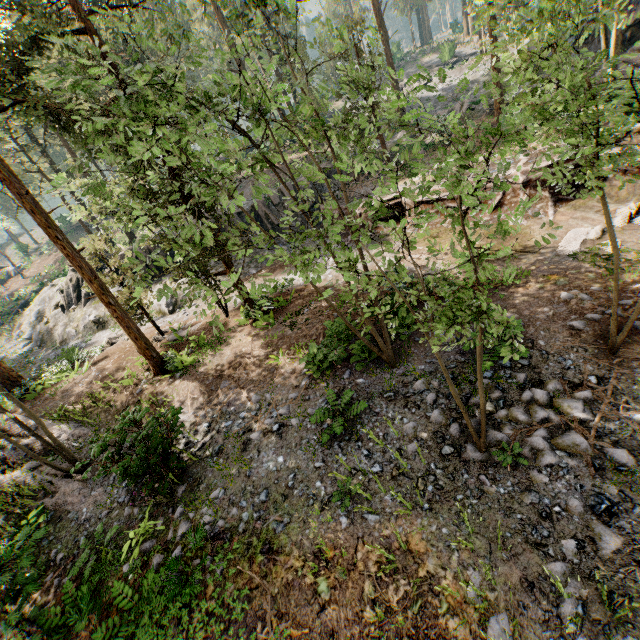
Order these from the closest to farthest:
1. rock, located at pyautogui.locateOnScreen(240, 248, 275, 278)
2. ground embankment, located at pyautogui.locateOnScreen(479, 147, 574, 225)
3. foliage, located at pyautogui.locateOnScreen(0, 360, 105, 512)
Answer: foliage, located at pyautogui.locateOnScreen(0, 360, 105, 512)
ground embankment, located at pyautogui.locateOnScreen(479, 147, 574, 225)
rock, located at pyautogui.locateOnScreen(240, 248, 275, 278)

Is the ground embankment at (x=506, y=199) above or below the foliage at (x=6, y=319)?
below

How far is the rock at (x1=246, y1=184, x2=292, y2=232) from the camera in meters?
25.8 m

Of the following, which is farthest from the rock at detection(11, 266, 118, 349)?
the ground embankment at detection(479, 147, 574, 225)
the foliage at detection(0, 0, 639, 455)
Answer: the foliage at detection(0, 0, 639, 455)

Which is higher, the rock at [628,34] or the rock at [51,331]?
the rock at [628,34]

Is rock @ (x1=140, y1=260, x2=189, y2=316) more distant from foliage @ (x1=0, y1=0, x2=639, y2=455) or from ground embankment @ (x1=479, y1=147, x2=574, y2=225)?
foliage @ (x1=0, y1=0, x2=639, y2=455)

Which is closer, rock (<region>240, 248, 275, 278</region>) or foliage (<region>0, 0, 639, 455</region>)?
foliage (<region>0, 0, 639, 455</region>)

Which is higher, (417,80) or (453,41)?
(453,41)
